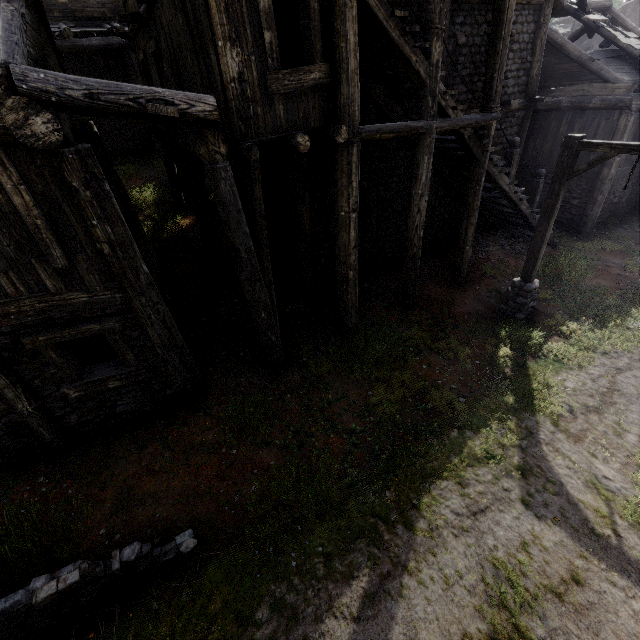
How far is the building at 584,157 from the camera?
13.10m

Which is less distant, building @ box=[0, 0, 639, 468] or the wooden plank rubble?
building @ box=[0, 0, 639, 468]

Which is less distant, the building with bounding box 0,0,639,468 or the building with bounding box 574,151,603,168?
the building with bounding box 0,0,639,468

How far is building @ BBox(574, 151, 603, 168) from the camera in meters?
13.1

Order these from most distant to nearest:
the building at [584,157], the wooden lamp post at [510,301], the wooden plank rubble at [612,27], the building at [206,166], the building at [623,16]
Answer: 1. the building at [623,16]
2. the building at [584,157]
3. the wooden plank rubble at [612,27]
4. the wooden lamp post at [510,301]
5. the building at [206,166]

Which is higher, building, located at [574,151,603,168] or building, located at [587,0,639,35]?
building, located at [587,0,639,35]

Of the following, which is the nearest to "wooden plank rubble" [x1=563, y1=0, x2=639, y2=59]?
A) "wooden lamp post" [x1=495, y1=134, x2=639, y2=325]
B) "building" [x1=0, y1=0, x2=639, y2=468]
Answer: "building" [x1=0, y1=0, x2=639, y2=468]

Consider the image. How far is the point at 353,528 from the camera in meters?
4.6 m
